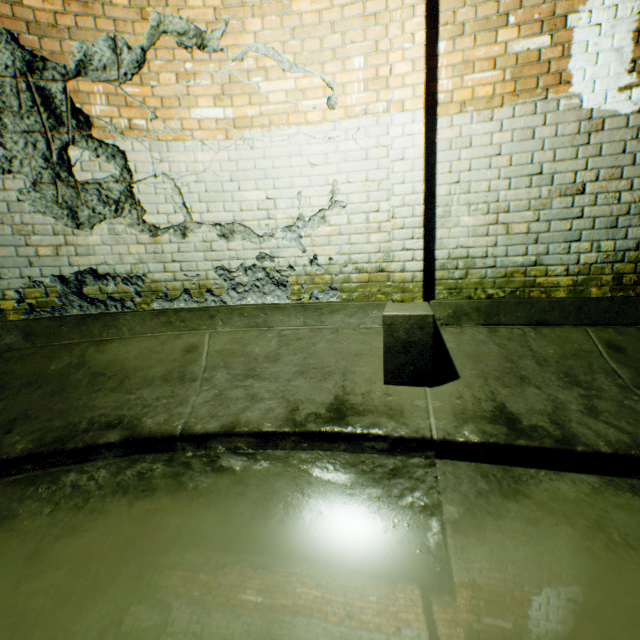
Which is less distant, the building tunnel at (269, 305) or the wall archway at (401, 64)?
the building tunnel at (269, 305)

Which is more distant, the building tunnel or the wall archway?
the wall archway

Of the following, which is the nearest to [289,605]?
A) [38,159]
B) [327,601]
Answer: [327,601]
